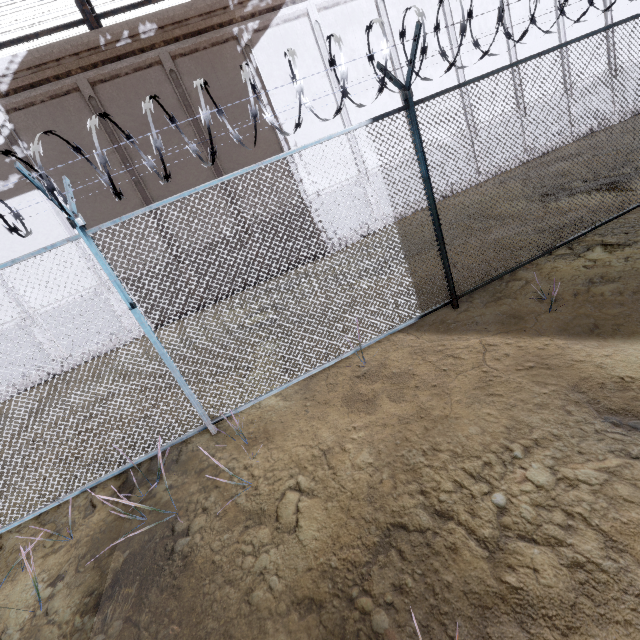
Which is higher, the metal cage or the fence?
the metal cage

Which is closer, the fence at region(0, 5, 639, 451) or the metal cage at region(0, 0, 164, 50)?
the fence at region(0, 5, 639, 451)

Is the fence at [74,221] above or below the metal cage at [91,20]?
below

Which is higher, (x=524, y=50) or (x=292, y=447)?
(x=524, y=50)

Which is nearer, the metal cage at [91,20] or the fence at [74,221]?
the fence at [74,221]
